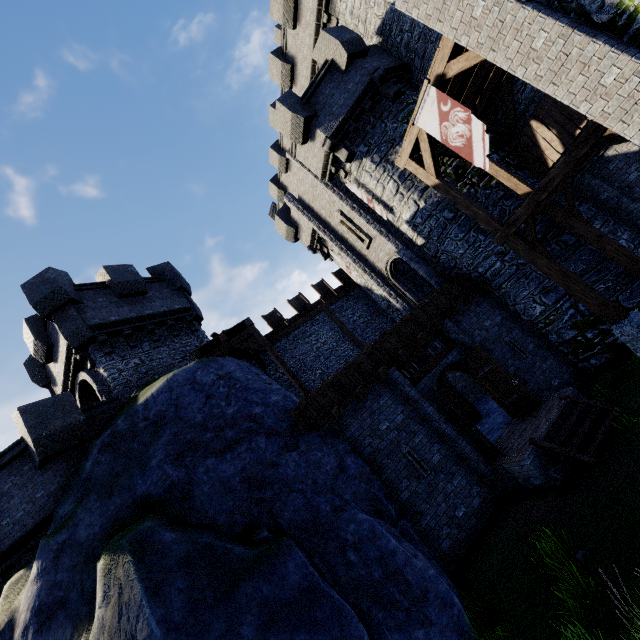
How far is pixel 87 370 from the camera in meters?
13.5 m

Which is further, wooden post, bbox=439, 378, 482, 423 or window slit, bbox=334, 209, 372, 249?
window slit, bbox=334, 209, 372, 249

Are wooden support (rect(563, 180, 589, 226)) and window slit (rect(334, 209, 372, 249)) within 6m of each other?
no

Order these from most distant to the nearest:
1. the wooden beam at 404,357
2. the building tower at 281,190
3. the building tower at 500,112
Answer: the building tower at 281,190
the building tower at 500,112
the wooden beam at 404,357

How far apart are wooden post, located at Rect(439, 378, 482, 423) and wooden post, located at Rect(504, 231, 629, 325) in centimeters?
656cm

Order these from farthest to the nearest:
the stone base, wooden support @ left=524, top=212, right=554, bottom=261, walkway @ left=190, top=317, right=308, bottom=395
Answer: walkway @ left=190, top=317, right=308, bottom=395 < wooden support @ left=524, top=212, right=554, bottom=261 < the stone base

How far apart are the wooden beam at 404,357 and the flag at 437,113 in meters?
4.8 m

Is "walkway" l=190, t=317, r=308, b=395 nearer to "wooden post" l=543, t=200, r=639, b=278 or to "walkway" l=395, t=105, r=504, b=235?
"walkway" l=395, t=105, r=504, b=235
